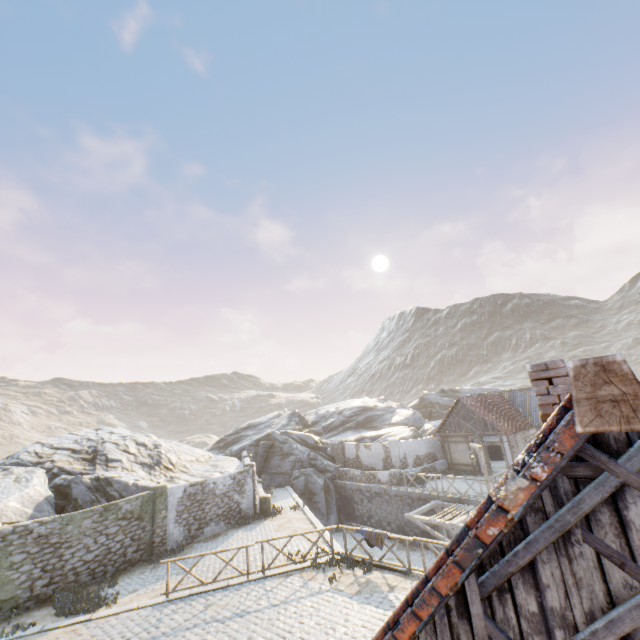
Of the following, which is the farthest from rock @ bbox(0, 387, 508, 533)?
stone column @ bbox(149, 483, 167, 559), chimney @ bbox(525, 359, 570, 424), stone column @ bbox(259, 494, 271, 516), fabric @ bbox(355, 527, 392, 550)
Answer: chimney @ bbox(525, 359, 570, 424)

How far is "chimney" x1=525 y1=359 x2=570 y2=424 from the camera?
5.1m

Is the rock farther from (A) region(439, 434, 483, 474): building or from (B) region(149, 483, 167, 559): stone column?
(A) region(439, 434, 483, 474): building

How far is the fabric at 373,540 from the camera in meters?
12.4 m

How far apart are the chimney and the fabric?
9.44m

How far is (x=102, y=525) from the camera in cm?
Answer: 1454

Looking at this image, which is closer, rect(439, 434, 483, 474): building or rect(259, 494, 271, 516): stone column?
rect(259, 494, 271, 516): stone column

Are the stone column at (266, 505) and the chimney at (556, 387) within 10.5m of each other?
no
